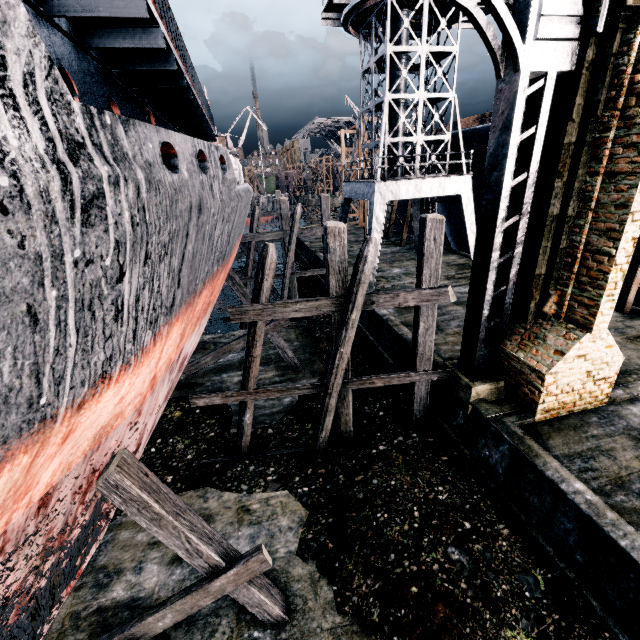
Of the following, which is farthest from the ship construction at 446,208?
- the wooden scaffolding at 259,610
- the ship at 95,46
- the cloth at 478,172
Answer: the wooden scaffolding at 259,610

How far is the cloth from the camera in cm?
1952

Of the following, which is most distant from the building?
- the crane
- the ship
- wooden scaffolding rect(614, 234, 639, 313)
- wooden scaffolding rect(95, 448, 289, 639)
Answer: wooden scaffolding rect(614, 234, 639, 313)

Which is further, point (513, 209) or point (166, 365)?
point (513, 209)

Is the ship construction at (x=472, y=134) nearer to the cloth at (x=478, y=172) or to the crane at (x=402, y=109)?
the cloth at (x=478, y=172)

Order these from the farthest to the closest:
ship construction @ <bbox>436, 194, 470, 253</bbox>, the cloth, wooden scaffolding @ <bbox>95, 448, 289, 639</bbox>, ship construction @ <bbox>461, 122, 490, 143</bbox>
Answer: ship construction @ <bbox>436, 194, 470, 253</bbox>, the cloth, ship construction @ <bbox>461, 122, 490, 143</bbox>, wooden scaffolding @ <bbox>95, 448, 289, 639</bbox>

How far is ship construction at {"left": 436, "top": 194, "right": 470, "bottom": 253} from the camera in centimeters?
2455cm

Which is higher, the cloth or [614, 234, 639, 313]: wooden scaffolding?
the cloth
